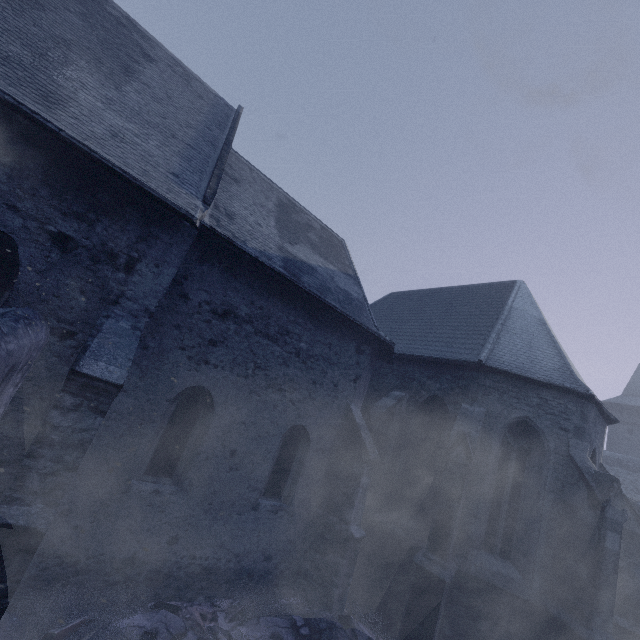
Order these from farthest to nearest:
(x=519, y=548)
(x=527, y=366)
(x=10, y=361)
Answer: (x=527, y=366) → (x=519, y=548) → (x=10, y=361)

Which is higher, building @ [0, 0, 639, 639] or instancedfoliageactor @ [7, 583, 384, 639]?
building @ [0, 0, 639, 639]

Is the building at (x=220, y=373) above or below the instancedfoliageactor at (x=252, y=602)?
above
